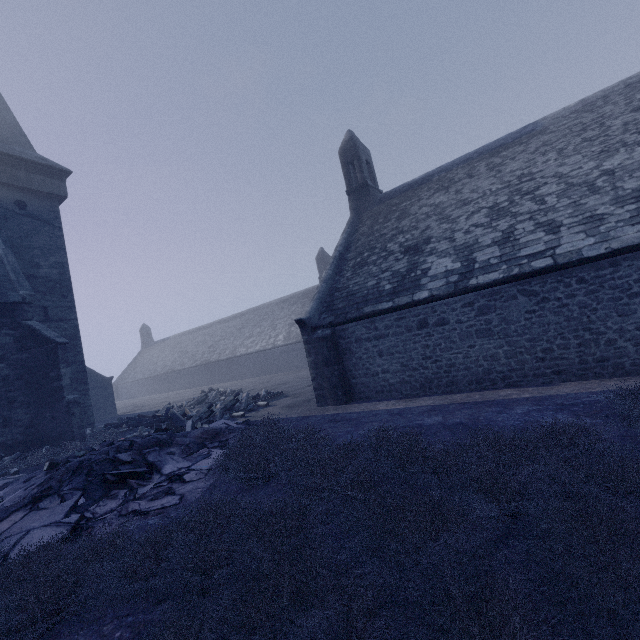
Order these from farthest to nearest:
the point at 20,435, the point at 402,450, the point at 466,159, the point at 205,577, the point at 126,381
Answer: the point at 126,381
the point at 466,159
the point at 20,435
the point at 402,450
the point at 205,577
